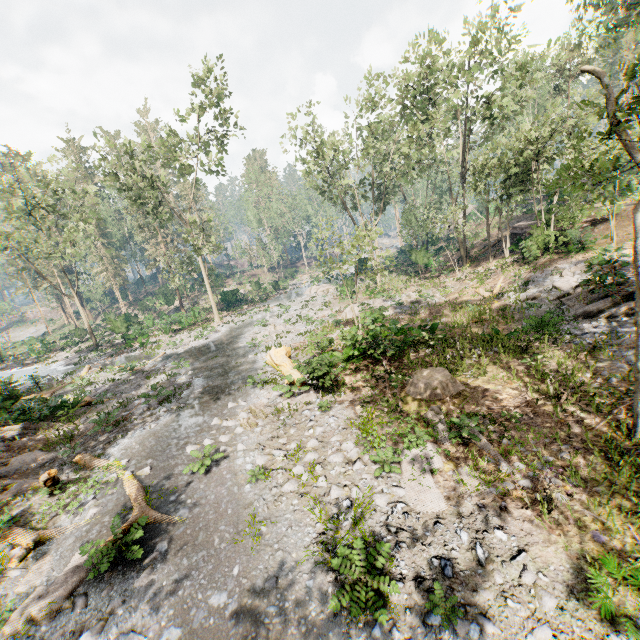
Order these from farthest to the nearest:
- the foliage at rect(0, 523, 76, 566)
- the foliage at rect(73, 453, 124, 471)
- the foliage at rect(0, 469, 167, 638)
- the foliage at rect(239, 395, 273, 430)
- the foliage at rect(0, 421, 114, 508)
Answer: the foliage at rect(239, 395, 273, 430) < the foliage at rect(73, 453, 124, 471) < the foliage at rect(0, 421, 114, 508) < the foliage at rect(0, 523, 76, 566) < the foliage at rect(0, 469, 167, 638)

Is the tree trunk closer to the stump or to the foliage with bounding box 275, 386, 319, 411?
the foliage with bounding box 275, 386, 319, 411

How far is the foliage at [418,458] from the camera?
7.15m

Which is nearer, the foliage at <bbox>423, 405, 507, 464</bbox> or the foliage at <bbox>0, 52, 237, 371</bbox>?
the foliage at <bbox>423, 405, 507, 464</bbox>

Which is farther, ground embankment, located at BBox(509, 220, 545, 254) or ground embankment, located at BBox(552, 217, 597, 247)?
ground embankment, located at BBox(509, 220, 545, 254)

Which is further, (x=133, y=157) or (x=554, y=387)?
(x=133, y=157)
